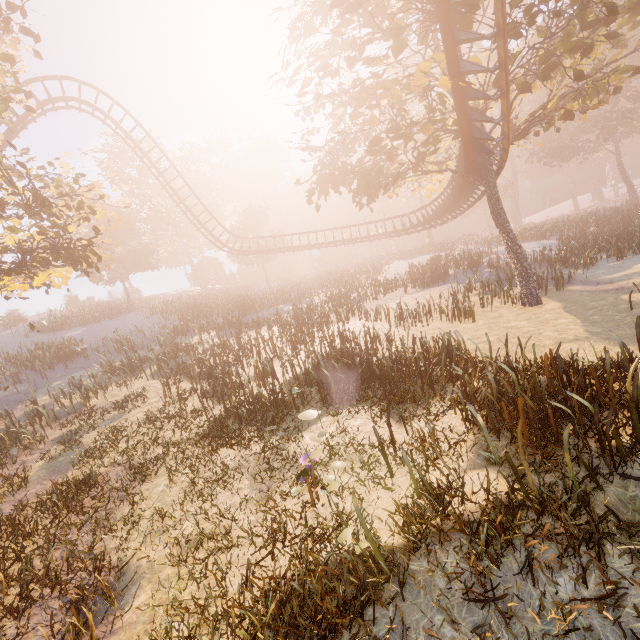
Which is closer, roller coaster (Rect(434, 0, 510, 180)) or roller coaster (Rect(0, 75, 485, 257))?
roller coaster (Rect(434, 0, 510, 180))

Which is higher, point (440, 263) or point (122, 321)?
point (122, 321)

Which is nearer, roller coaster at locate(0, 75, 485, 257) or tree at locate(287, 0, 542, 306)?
tree at locate(287, 0, 542, 306)

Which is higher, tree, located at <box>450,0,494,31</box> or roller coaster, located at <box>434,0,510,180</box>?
tree, located at <box>450,0,494,31</box>

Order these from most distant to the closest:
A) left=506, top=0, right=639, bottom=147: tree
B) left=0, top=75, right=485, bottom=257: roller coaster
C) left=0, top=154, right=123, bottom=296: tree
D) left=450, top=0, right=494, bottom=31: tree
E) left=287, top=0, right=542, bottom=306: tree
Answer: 1. left=0, top=75, right=485, bottom=257: roller coaster
2. left=0, top=154, right=123, bottom=296: tree
3. left=287, top=0, right=542, bottom=306: tree
4. left=506, top=0, right=639, bottom=147: tree
5. left=450, top=0, right=494, bottom=31: tree

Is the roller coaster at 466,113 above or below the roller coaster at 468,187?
above

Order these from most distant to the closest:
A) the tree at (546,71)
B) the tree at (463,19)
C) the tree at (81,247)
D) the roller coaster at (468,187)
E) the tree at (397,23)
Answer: the roller coaster at (468,187)
the tree at (81,247)
the tree at (397,23)
the tree at (546,71)
the tree at (463,19)

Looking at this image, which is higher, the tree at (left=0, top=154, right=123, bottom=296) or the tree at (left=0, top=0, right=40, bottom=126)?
the tree at (left=0, top=0, right=40, bottom=126)
